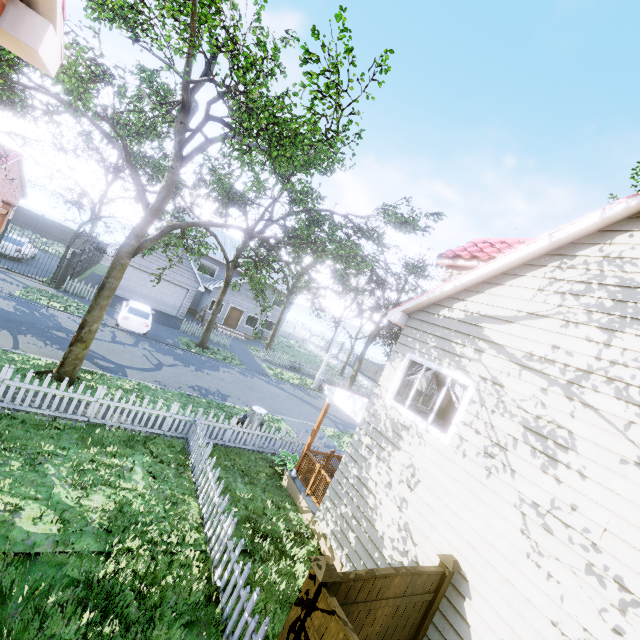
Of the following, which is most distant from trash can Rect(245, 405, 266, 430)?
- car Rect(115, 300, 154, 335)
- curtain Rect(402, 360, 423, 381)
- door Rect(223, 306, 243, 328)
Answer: door Rect(223, 306, 243, 328)

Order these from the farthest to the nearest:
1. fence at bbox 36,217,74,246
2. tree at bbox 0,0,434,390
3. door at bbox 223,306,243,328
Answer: fence at bbox 36,217,74,246, door at bbox 223,306,243,328, tree at bbox 0,0,434,390

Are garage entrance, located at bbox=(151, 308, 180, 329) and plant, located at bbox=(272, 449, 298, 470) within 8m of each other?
no

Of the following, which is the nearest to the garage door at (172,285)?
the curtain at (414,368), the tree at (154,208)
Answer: the tree at (154,208)

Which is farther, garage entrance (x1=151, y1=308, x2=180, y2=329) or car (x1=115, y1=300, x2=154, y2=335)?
garage entrance (x1=151, y1=308, x2=180, y2=329)

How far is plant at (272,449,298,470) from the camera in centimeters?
1052cm

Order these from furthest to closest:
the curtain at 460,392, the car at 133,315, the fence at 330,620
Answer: the car at 133,315, the curtain at 460,392, the fence at 330,620

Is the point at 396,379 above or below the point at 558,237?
below
